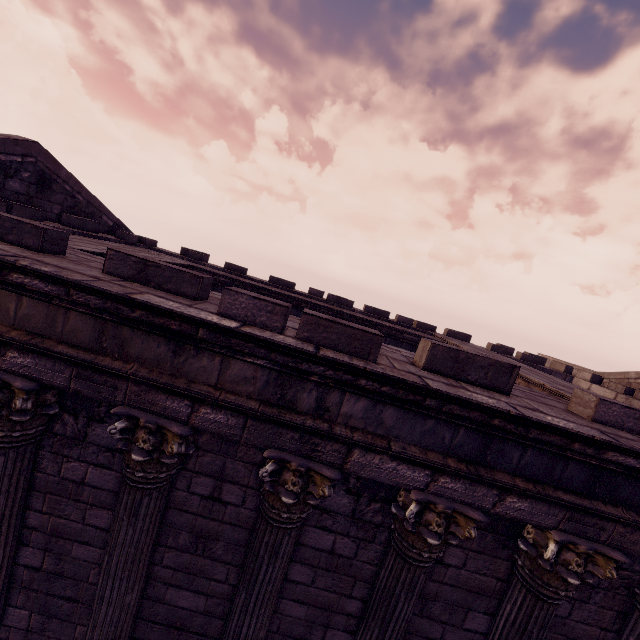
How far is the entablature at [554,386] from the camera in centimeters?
459cm

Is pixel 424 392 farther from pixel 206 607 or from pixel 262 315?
pixel 206 607

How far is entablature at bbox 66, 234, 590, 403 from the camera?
4.6m

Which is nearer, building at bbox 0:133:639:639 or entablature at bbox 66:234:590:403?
building at bbox 0:133:639:639

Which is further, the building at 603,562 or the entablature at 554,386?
the entablature at 554,386
